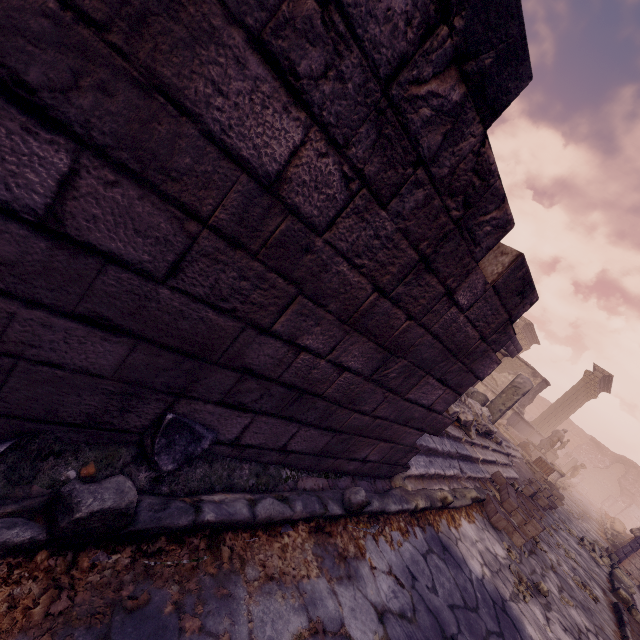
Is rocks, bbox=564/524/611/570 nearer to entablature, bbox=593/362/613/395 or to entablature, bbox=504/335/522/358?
entablature, bbox=504/335/522/358

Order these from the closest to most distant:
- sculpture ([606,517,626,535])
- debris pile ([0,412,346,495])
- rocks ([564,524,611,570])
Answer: debris pile ([0,412,346,495]) < rocks ([564,524,611,570]) < sculpture ([606,517,626,535])

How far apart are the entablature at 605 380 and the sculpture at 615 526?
10.81m

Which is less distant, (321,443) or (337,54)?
(337,54)

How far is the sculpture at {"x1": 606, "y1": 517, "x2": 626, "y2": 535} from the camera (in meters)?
15.77

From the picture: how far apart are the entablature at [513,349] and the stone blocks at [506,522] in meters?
4.4 m

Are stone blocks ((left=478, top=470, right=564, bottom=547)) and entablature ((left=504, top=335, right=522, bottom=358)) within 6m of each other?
yes

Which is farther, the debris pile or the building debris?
the building debris
